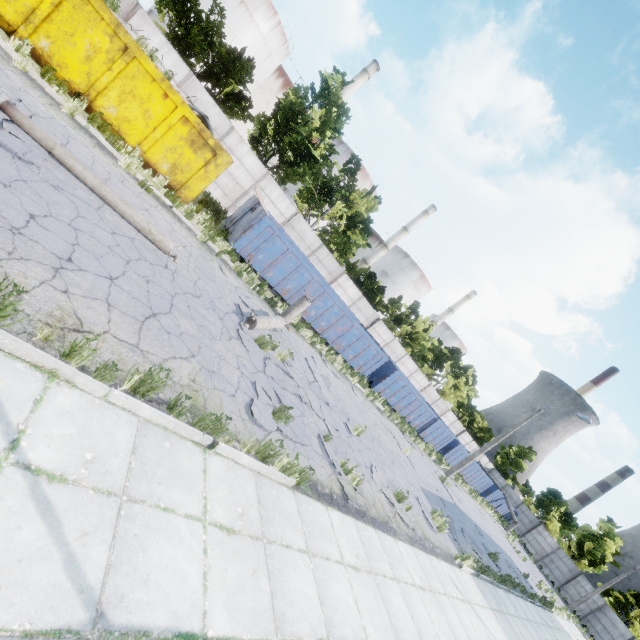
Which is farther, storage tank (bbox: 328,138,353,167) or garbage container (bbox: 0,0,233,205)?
storage tank (bbox: 328,138,353,167)

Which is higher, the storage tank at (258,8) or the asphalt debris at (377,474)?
the storage tank at (258,8)

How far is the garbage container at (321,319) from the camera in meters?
14.2 m

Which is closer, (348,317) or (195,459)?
(195,459)

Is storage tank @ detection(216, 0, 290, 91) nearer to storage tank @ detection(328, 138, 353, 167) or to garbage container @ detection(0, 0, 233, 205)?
storage tank @ detection(328, 138, 353, 167)

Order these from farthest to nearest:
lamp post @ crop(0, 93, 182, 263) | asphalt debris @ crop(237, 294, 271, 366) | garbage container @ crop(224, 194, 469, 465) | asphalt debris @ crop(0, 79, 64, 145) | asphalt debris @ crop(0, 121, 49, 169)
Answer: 1. garbage container @ crop(224, 194, 469, 465)
2. asphalt debris @ crop(237, 294, 271, 366)
3. asphalt debris @ crop(0, 79, 64, 145)
4. lamp post @ crop(0, 93, 182, 263)
5. asphalt debris @ crop(0, 121, 49, 169)

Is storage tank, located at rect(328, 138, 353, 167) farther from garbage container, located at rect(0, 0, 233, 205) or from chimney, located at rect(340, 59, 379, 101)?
garbage container, located at rect(0, 0, 233, 205)

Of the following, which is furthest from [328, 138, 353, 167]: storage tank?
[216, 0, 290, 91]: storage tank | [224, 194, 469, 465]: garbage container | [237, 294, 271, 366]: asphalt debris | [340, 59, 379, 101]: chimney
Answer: [237, 294, 271, 366]: asphalt debris
